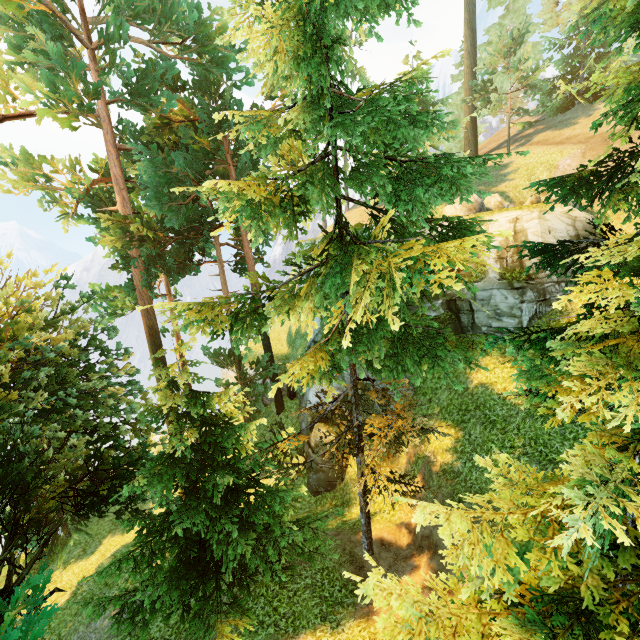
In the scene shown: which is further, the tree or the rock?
the rock

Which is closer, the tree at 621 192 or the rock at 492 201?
the tree at 621 192

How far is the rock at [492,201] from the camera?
17.5m

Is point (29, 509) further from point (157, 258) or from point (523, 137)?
point (523, 137)

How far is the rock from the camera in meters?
17.5 m
